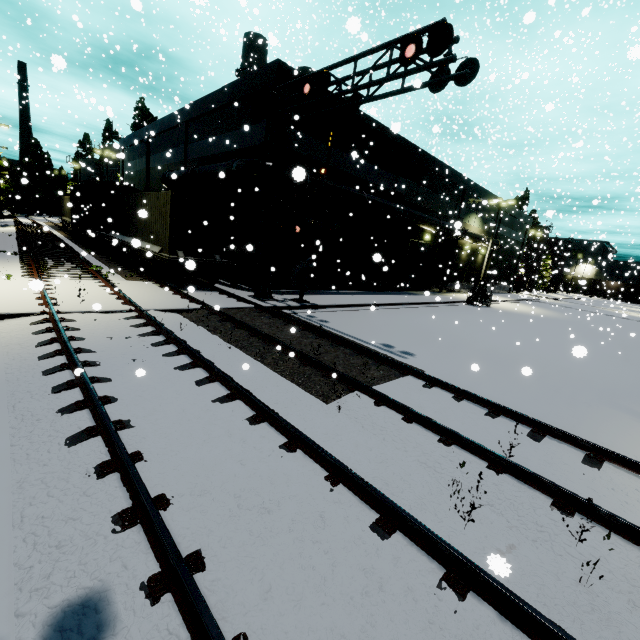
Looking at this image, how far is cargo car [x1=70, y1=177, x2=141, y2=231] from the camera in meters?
22.9 m

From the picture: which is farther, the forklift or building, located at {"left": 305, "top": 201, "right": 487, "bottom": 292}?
the forklift

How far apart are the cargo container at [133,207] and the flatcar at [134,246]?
0.00m

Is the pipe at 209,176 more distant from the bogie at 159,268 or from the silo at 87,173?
the silo at 87,173

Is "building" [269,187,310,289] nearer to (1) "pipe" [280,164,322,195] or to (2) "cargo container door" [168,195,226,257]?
(1) "pipe" [280,164,322,195]

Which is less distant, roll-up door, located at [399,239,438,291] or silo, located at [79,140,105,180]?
roll-up door, located at [399,239,438,291]

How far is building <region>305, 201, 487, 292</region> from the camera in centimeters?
2041cm

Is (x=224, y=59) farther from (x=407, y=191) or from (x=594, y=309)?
(x=594, y=309)
